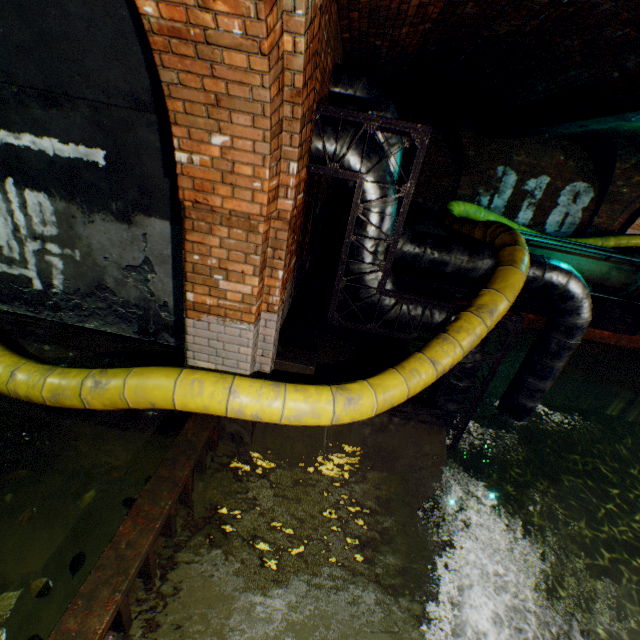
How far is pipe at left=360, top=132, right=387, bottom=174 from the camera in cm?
391

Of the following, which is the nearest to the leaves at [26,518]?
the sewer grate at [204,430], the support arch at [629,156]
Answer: the sewer grate at [204,430]

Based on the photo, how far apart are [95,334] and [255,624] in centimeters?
352cm

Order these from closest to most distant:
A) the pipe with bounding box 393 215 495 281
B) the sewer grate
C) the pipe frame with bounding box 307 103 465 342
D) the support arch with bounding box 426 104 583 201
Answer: the sewer grate, the pipe frame with bounding box 307 103 465 342, the pipe with bounding box 393 215 495 281, the support arch with bounding box 426 104 583 201

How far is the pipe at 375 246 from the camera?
4.34m

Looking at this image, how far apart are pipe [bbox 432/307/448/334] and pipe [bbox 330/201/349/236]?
3.9 meters
